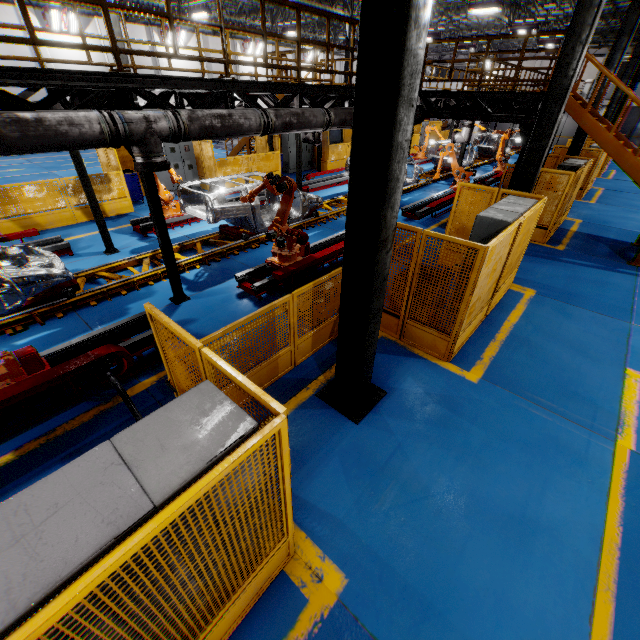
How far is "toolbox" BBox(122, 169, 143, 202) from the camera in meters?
12.9

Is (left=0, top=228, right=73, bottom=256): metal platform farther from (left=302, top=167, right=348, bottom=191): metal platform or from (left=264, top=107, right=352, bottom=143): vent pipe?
(left=302, top=167, right=348, bottom=191): metal platform

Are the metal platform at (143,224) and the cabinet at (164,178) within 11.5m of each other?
yes

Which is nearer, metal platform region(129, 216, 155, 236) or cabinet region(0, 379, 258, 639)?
cabinet region(0, 379, 258, 639)

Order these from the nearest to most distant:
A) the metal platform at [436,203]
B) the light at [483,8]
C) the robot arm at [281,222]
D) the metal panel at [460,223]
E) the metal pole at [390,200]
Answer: the metal pole at [390,200] < the metal panel at [460,223] < the robot arm at [281,222] < the metal platform at [436,203] < the light at [483,8]

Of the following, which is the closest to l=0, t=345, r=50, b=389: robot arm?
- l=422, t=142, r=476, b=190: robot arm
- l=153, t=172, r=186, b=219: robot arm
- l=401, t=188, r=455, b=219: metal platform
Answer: l=153, t=172, r=186, b=219: robot arm

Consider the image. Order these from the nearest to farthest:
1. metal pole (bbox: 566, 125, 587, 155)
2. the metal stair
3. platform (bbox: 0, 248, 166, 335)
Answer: platform (bbox: 0, 248, 166, 335) → the metal stair → metal pole (bbox: 566, 125, 587, 155)

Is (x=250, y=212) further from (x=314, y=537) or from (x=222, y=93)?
(x=314, y=537)
